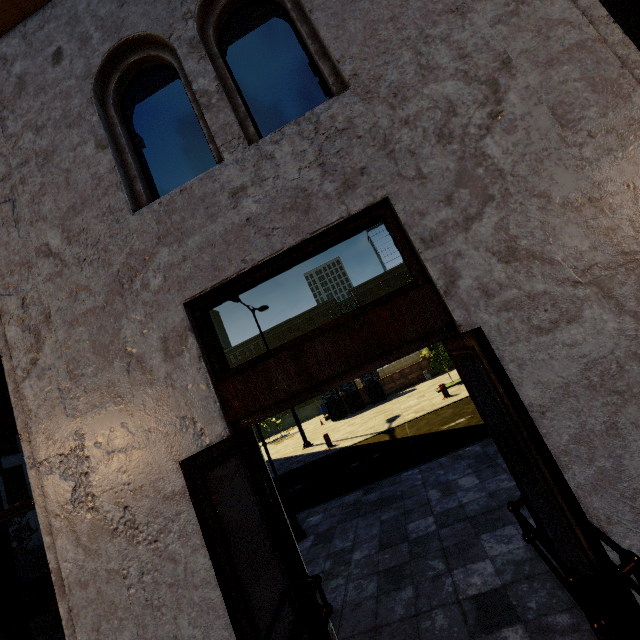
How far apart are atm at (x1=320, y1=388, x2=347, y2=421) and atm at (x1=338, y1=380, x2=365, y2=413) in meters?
0.2

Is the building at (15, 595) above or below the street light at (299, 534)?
above

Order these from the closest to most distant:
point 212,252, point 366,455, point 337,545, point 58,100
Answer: point 212,252
point 58,100
point 337,545
point 366,455

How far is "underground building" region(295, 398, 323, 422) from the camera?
31.8 meters

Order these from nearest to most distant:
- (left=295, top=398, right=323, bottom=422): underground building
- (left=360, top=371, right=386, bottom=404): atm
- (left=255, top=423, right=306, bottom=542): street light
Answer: (left=255, top=423, right=306, bottom=542): street light < (left=360, top=371, right=386, bottom=404): atm < (left=295, top=398, right=323, bottom=422): underground building

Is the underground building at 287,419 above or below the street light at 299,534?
above

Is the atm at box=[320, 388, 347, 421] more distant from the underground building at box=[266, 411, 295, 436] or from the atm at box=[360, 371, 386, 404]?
the underground building at box=[266, 411, 295, 436]

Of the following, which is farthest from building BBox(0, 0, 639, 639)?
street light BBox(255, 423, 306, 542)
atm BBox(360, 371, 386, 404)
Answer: atm BBox(360, 371, 386, 404)
